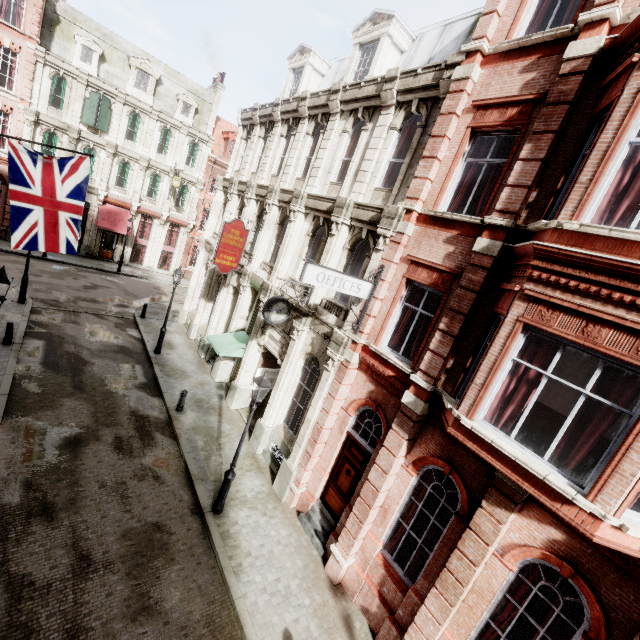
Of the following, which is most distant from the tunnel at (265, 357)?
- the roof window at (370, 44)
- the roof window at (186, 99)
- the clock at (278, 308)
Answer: the roof window at (186, 99)

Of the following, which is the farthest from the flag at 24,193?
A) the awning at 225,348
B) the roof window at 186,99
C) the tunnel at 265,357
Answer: the roof window at 186,99

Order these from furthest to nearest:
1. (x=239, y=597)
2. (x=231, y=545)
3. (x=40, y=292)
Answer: (x=40, y=292) < (x=231, y=545) < (x=239, y=597)

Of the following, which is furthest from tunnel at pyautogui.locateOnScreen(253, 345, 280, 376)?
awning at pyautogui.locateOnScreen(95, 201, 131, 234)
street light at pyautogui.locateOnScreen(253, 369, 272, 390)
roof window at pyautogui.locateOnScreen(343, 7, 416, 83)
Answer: awning at pyautogui.locateOnScreen(95, 201, 131, 234)

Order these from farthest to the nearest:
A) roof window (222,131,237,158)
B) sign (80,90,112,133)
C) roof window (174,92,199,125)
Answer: roof window (222,131,237,158) → roof window (174,92,199,125) → sign (80,90,112,133)

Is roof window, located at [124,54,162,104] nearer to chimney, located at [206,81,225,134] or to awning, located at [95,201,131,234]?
chimney, located at [206,81,225,134]

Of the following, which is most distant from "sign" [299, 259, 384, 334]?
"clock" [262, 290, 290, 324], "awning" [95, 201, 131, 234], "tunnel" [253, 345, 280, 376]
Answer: "awning" [95, 201, 131, 234]

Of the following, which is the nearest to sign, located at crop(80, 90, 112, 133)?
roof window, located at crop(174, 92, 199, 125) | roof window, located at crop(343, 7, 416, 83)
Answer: roof window, located at crop(174, 92, 199, 125)
